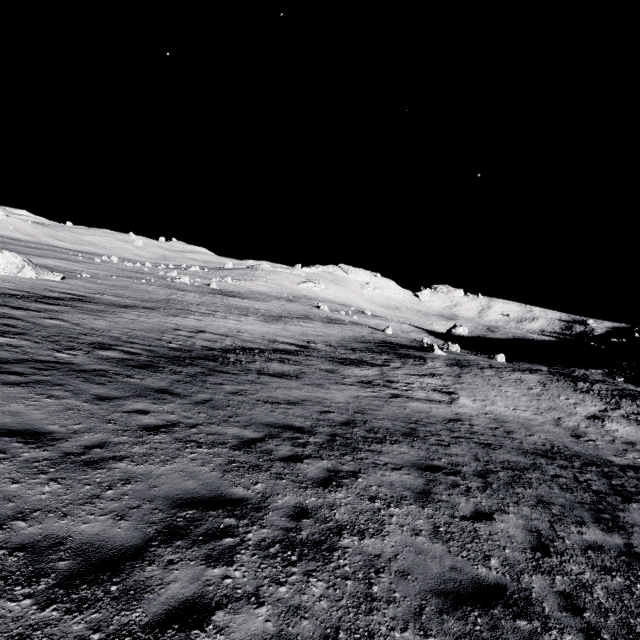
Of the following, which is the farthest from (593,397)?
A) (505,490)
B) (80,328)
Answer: (80,328)

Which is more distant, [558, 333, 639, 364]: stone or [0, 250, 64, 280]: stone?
[558, 333, 639, 364]: stone

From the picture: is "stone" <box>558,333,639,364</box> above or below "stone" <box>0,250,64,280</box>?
above

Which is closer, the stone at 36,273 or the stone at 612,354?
the stone at 36,273

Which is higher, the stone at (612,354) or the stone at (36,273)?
the stone at (612,354)
